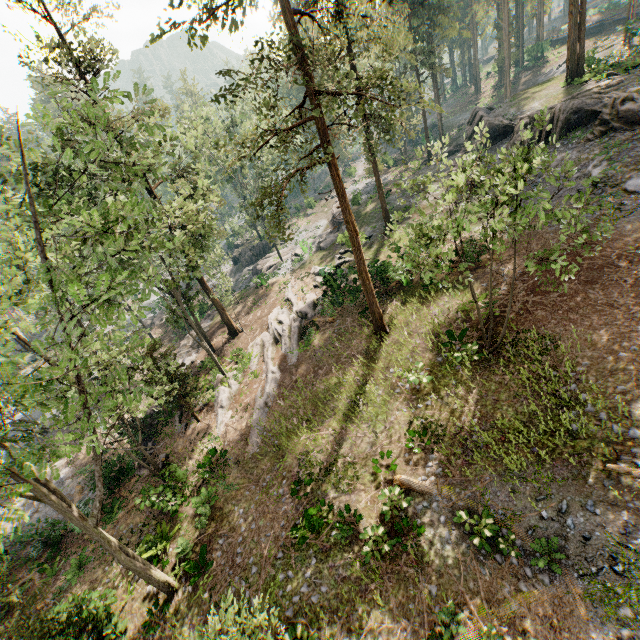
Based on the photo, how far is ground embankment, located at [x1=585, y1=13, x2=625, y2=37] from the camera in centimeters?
4744cm

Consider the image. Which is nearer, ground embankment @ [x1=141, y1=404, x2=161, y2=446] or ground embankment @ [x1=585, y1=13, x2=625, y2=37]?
ground embankment @ [x1=141, y1=404, x2=161, y2=446]

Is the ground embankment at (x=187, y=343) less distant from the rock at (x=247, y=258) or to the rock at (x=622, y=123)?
the rock at (x=247, y=258)

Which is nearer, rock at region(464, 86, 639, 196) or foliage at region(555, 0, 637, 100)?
rock at region(464, 86, 639, 196)

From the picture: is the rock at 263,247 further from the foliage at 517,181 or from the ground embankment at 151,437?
the ground embankment at 151,437

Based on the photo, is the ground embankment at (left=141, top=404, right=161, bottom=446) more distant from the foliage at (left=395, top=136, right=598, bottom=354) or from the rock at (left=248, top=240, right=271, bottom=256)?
the rock at (left=248, top=240, right=271, bottom=256)

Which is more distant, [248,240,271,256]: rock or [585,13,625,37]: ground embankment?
[585,13,625,37]: ground embankment

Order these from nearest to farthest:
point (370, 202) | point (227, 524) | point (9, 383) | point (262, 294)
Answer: point (9, 383) → point (227, 524) → point (262, 294) → point (370, 202)
